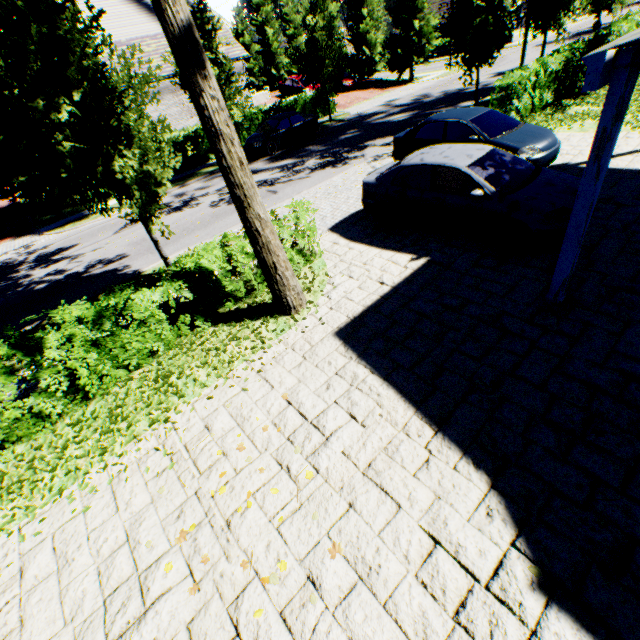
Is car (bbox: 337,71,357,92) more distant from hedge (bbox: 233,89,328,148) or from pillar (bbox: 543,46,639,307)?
pillar (bbox: 543,46,639,307)

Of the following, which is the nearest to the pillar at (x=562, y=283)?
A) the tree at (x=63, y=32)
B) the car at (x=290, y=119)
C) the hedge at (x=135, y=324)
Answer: the tree at (x=63, y=32)

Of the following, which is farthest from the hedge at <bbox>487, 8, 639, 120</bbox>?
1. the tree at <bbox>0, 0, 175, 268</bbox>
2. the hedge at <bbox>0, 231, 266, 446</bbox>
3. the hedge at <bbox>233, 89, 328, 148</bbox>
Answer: the hedge at <bbox>0, 231, 266, 446</bbox>

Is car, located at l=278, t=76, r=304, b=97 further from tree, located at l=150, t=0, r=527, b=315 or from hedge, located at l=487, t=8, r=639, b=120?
hedge, located at l=487, t=8, r=639, b=120

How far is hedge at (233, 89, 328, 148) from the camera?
21.4m

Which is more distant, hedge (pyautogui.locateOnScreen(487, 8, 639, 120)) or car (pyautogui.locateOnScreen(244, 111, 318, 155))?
car (pyautogui.locateOnScreen(244, 111, 318, 155))

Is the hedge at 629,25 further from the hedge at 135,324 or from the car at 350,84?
the car at 350,84

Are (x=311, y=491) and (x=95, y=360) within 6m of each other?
yes
